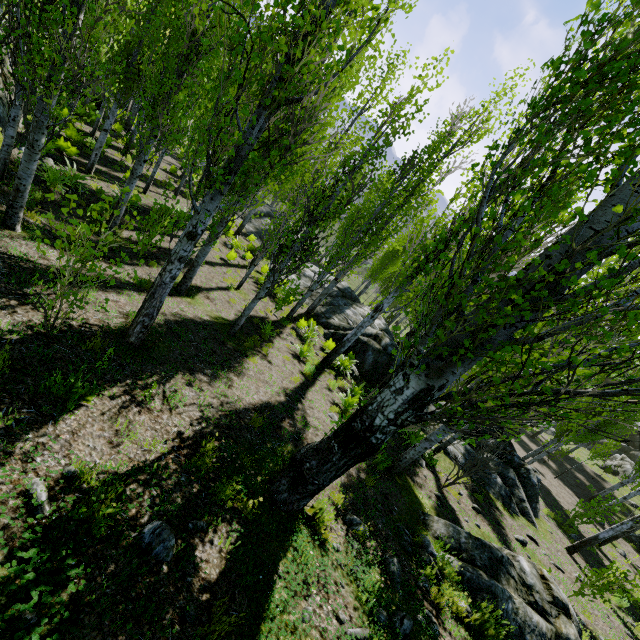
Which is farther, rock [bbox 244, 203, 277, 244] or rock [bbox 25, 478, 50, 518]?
rock [bbox 244, 203, 277, 244]

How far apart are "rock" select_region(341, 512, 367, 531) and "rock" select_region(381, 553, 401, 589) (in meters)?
0.32

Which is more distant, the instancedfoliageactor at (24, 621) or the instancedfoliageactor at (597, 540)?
the instancedfoliageactor at (597, 540)

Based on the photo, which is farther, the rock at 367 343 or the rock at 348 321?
the rock at 348 321

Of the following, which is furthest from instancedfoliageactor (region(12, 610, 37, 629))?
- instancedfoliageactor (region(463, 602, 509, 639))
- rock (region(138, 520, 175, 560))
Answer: instancedfoliageactor (region(463, 602, 509, 639))

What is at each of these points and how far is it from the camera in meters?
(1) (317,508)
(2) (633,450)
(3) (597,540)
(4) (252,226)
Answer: (1) instancedfoliageactor, 4.9
(2) rock, 36.9
(3) instancedfoliageactor, 11.5
(4) rock, 23.9

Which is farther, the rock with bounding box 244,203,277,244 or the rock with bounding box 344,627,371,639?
the rock with bounding box 244,203,277,244

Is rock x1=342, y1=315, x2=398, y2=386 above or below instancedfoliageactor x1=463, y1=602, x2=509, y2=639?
below
